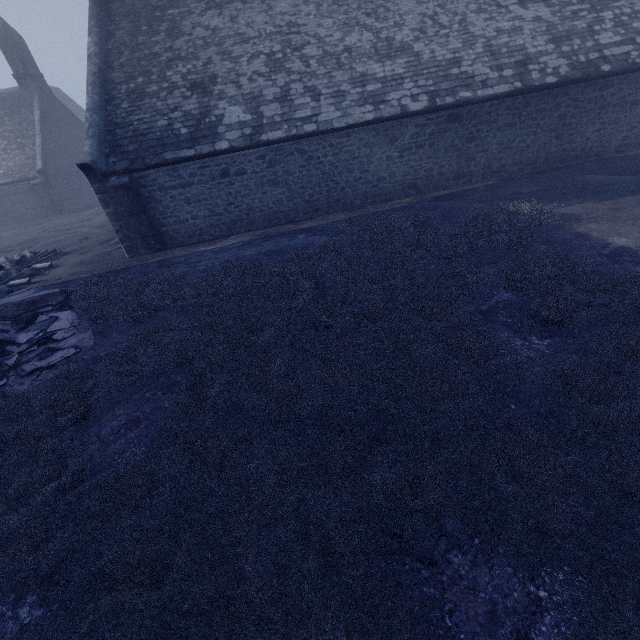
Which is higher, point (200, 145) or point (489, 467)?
point (200, 145)
